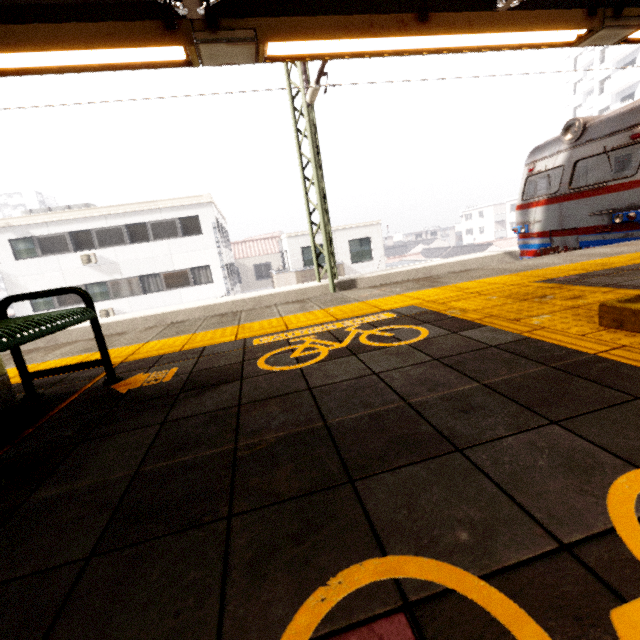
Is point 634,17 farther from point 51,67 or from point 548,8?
point 51,67

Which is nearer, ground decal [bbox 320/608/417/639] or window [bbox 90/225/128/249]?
ground decal [bbox 320/608/417/639]

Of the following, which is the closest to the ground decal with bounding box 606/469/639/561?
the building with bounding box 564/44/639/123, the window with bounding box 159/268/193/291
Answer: the window with bounding box 159/268/193/291

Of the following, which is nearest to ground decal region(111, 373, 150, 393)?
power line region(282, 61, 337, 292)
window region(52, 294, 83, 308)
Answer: power line region(282, 61, 337, 292)

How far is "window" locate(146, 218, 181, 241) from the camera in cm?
1898

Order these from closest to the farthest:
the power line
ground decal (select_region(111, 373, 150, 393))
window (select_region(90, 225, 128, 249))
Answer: ground decal (select_region(111, 373, 150, 393)) < the power line < window (select_region(90, 225, 128, 249))

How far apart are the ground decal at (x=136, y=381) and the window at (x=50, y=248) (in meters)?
20.92

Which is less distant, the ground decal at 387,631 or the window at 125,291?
the ground decal at 387,631
